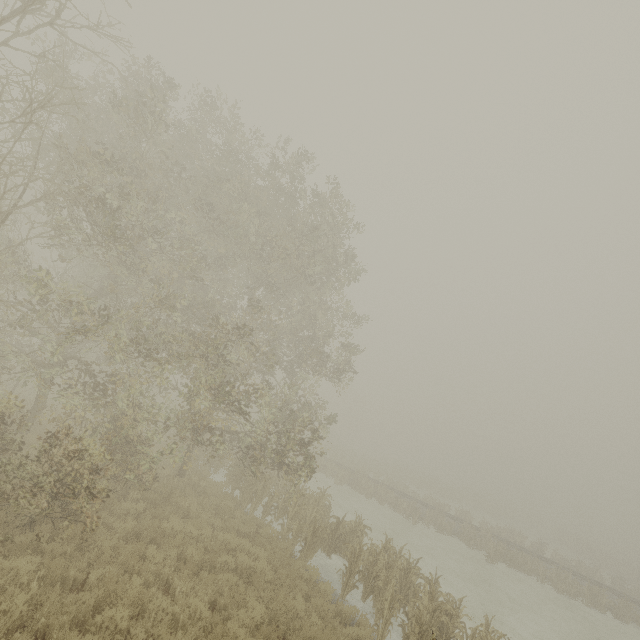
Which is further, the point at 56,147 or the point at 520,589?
the point at 520,589
